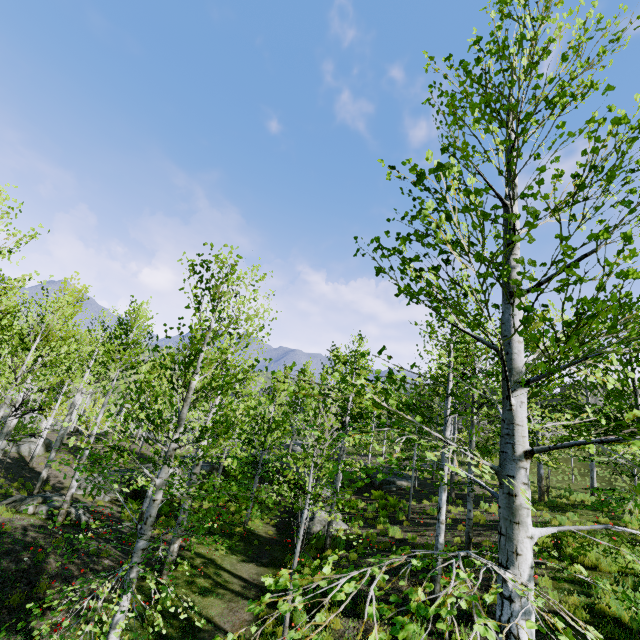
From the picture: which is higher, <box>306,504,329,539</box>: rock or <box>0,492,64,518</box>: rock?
<box>306,504,329,539</box>: rock

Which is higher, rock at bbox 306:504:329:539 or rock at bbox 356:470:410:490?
rock at bbox 356:470:410:490

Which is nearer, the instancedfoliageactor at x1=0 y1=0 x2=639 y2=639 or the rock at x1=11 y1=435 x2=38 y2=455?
the instancedfoliageactor at x1=0 y1=0 x2=639 y2=639

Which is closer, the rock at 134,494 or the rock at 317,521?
the rock at 317,521

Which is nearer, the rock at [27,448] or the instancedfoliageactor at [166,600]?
the instancedfoliageactor at [166,600]

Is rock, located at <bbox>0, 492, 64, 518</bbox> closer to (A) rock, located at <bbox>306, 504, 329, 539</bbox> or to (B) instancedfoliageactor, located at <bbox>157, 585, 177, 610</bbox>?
(A) rock, located at <bbox>306, 504, 329, 539</bbox>

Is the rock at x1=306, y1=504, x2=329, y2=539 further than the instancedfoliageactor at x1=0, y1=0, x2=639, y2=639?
Yes

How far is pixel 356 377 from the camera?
13.5 meters
